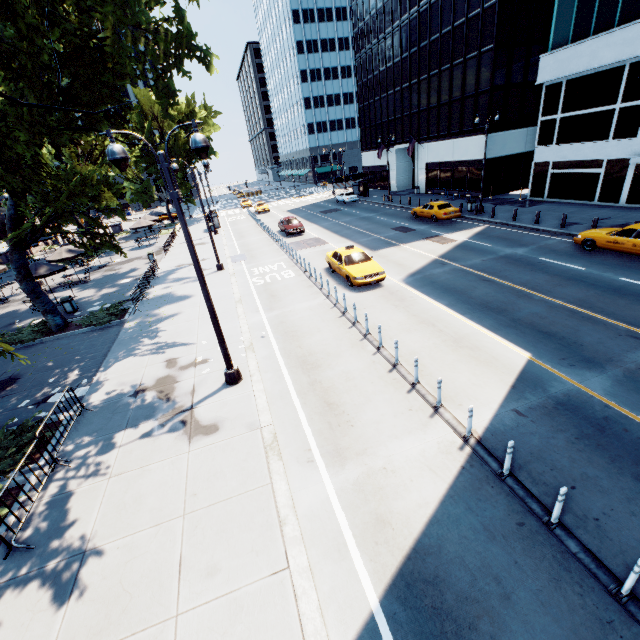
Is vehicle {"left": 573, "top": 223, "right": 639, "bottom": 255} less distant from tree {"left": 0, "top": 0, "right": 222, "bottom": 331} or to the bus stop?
tree {"left": 0, "top": 0, "right": 222, "bottom": 331}

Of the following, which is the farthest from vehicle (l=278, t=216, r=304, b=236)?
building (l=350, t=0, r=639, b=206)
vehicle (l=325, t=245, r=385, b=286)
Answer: building (l=350, t=0, r=639, b=206)

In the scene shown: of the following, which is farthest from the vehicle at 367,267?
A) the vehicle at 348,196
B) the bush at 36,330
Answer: the vehicle at 348,196

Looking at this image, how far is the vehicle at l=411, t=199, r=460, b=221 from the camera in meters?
26.8 m

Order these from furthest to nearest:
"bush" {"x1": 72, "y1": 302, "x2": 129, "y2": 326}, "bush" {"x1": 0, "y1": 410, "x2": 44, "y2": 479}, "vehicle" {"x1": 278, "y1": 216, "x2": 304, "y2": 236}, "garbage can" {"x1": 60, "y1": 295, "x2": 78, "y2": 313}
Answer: "vehicle" {"x1": 278, "y1": 216, "x2": 304, "y2": 236} → "garbage can" {"x1": 60, "y1": 295, "x2": 78, "y2": 313} → "bush" {"x1": 72, "y1": 302, "x2": 129, "y2": 326} → "bush" {"x1": 0, "y1": 410, "x2": 44, "y2": 479}

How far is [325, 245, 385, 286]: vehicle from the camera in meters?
16.4 m

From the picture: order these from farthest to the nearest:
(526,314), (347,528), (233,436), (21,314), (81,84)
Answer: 1. (21,314)
2. (81,84)
3. (526,314)
4. (233,436)
5. (347,528)

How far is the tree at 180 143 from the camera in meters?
45.3
